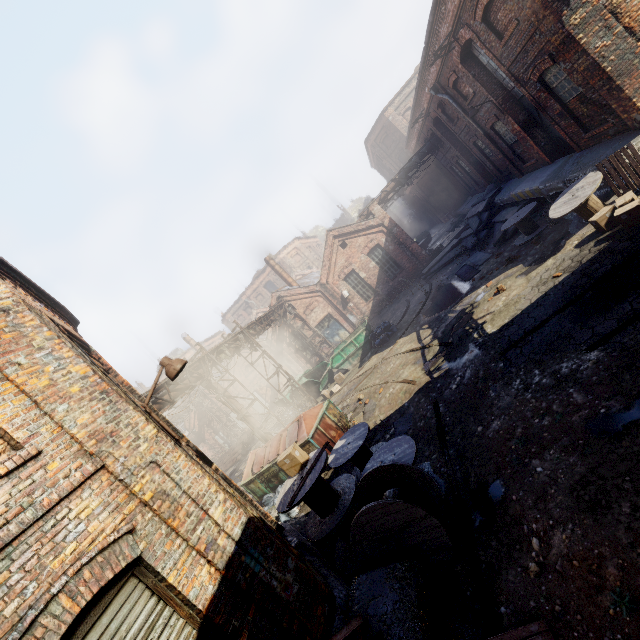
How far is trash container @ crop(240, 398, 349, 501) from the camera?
11.0 meters

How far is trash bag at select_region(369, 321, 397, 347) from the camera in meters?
17.8

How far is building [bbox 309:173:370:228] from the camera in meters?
54.7 m

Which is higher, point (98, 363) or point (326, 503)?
point (98, 363)

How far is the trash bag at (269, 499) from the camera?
11.0m

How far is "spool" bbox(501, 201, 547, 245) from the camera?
12.7m

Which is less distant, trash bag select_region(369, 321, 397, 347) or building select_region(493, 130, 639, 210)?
building select_region(493, 130, 639, 210)

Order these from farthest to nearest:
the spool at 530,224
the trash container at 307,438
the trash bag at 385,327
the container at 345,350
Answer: the container at 345,350 → the trash bag at 385,327 → the spool at 530,224 → the trash container at 307,438
